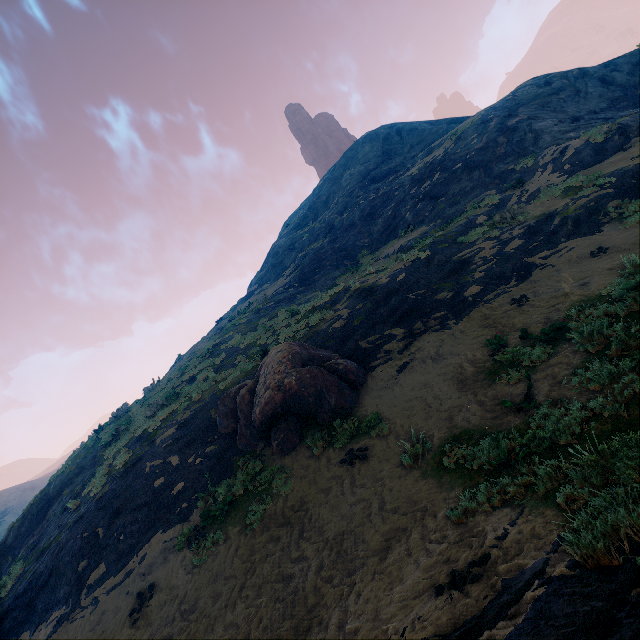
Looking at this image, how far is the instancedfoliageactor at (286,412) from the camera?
9.7m

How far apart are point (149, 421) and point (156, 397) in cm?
398

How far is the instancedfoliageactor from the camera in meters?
9.7 m

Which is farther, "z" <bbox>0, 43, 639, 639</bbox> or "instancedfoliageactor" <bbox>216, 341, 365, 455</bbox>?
"instancedfoliageactor" <bbox>216, 341, 365, 455</bbox>

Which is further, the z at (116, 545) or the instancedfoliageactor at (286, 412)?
the instancedfoliageactor at (286, 412)
